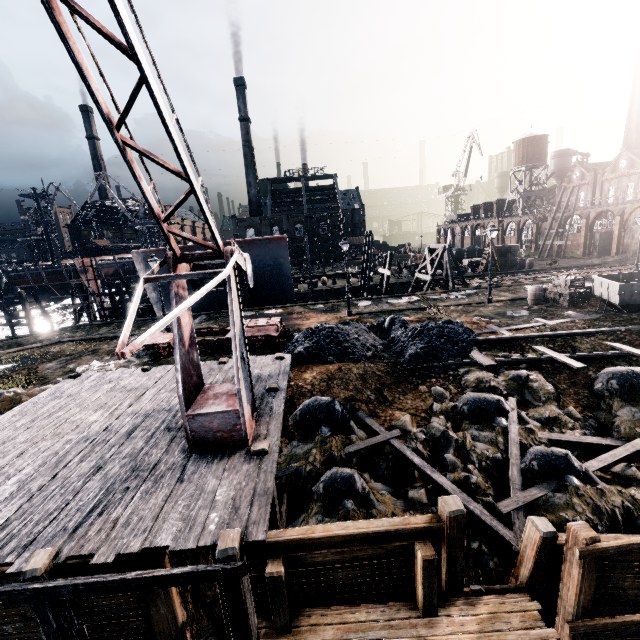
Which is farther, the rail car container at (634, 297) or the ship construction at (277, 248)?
the ship construction at (277, 248)

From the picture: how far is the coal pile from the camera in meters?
14.9 m

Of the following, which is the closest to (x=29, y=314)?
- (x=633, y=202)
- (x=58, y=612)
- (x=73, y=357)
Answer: (x=73, y=357)

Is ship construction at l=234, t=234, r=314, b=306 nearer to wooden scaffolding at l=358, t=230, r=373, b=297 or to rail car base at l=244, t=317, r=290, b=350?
wooden scaffolding at l=358, t=230, r=373, b=297

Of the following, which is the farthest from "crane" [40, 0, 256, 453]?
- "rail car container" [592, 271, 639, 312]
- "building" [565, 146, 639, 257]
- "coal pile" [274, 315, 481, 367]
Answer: "building" [565, 146, 639, 257]

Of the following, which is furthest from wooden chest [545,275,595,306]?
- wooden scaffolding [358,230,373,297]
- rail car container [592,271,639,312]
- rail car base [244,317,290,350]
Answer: rail car base [244,317,290,350]

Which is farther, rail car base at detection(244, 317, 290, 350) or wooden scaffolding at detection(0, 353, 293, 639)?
rail car base at detection(244, 317, 290, 350)

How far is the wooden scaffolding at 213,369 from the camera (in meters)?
11.34
